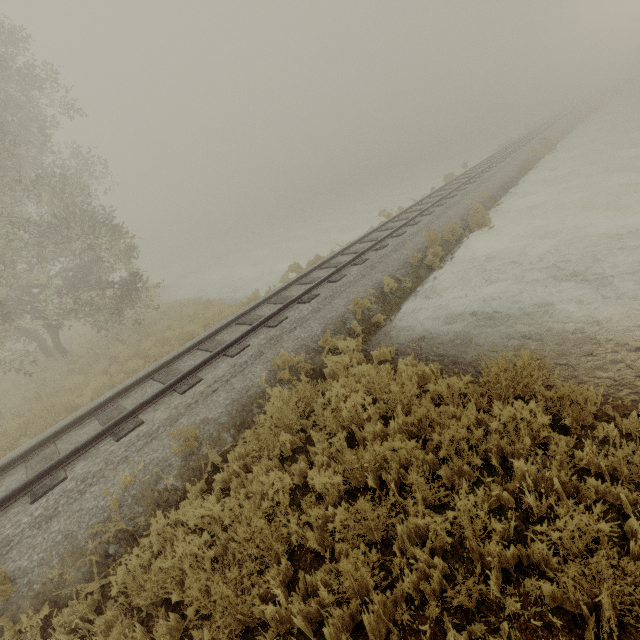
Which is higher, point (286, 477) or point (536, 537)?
point (286, 477)
